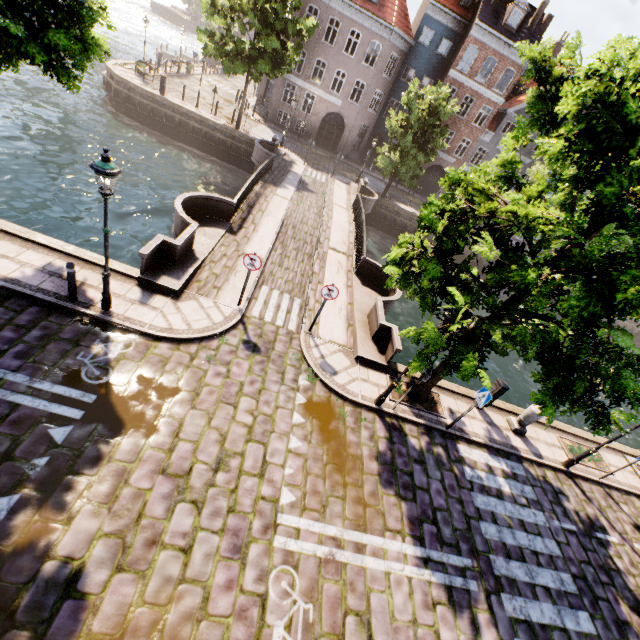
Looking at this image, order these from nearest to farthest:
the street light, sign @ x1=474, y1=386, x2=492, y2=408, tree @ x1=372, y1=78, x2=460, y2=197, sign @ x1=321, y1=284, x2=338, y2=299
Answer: the street light < sign @ x1=474, y1=386, x2=492, y2=408 < sign @ x1=321, y1=284, x2=338, y2=299 < tree @ x1=372, y1=78, x2=460, y2=197

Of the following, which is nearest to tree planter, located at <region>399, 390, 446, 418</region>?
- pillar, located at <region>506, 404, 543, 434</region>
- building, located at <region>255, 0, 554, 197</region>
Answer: pillar, located at <region>506, 404, 543, 434</region>

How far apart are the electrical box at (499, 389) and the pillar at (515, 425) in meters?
1.0

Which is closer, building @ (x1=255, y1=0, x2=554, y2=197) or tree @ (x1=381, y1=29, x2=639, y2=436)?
tree @ (x1=381, y1=29, x2=639, y2=436)

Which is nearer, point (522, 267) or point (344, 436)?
point (522, 267)

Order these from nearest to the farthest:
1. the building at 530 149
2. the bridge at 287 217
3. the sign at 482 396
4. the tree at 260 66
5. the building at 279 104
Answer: the sign at 482 396 < the bridge at 287 217 < the tree at 260 66 < the building at 279 104 < the building at 530 149

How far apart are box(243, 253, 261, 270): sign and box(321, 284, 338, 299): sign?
1.90m

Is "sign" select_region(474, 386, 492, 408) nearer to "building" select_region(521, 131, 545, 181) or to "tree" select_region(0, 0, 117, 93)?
"tree" select_region(0, 0, 117, 93)
